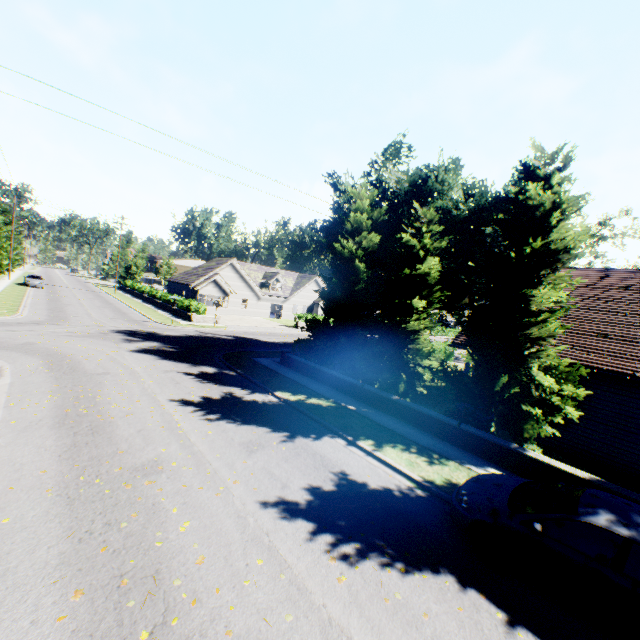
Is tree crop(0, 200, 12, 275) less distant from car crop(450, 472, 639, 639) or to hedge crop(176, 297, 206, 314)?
car crop(450, 472, 639, 639)

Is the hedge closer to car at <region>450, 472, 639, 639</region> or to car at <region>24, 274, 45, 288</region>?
car at <region>24, 274, 45, 288</region>

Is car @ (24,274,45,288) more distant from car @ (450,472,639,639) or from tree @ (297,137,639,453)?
car @ (450,472,639,639)

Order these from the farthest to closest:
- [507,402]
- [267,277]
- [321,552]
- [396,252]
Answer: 1. [267,277]
2. [396,252]
3. [507,402]
4. [321,552]

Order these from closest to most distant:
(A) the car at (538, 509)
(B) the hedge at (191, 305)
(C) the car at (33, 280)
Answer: (A) the car at (538, 509)
(B) the hedge at (191, 305)
(C) the car at (33, 280)

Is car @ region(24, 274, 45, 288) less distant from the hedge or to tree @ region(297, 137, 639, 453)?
tree @ region(297, 137, 639, 453)

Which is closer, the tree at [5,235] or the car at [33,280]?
the tree at [5,235]

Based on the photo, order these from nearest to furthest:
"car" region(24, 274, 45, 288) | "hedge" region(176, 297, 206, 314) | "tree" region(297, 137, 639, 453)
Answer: "tree" region(297, 137, 639, 453) → "hedge" region(176, 297, 206, 314) → "car" region(24, 274, 45, 288)
